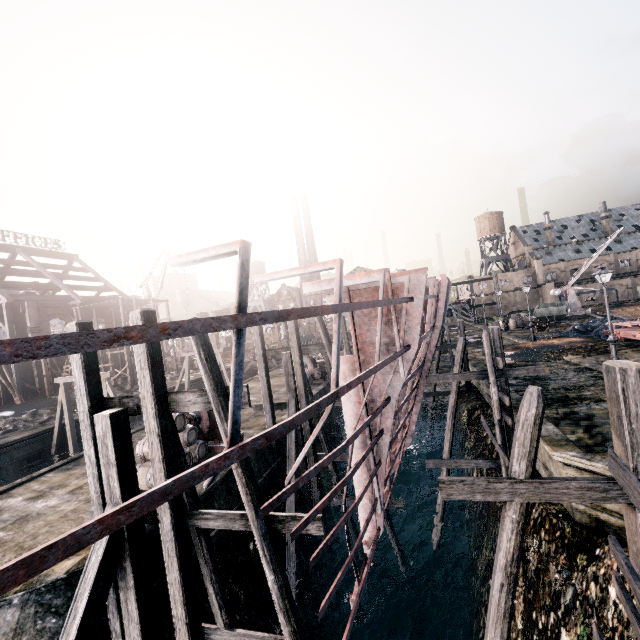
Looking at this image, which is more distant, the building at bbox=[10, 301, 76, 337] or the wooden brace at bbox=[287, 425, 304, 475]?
the building at bbox=[10, 301, 76, 337]

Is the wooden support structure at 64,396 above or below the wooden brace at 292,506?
above

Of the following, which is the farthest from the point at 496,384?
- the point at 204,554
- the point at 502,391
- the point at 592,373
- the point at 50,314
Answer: the point at 50,314

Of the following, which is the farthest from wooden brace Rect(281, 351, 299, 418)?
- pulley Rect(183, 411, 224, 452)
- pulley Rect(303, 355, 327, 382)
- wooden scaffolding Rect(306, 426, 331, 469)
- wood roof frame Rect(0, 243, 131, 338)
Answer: wood roof frame Rect(0, 243, 131, 338)

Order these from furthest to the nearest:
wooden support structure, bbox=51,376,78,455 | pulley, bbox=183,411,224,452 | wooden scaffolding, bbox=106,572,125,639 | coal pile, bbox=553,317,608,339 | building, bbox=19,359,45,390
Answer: building, bbox=19,359,45,390 < coal pile, bbox=553,317,608,339 < wooden support structure, bbox=51,376,78,455 < pulley, bbox=183,411,224,452 < wooden scaffolding, bbox=106,572,125,639

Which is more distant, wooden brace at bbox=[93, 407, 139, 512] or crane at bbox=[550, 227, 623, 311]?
crane at bbox=[550, 227, 623, 311]

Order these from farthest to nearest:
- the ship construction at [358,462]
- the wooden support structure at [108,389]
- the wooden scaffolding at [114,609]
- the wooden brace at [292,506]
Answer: the wooden support structure at [108,389]
the wooden brace at [292,506]
the wooden scaffolding at [114,609]
the ship construction at [358,462]

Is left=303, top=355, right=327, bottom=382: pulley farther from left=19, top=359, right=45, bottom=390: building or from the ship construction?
left=19, top=359, right=45, bottom=390: building
